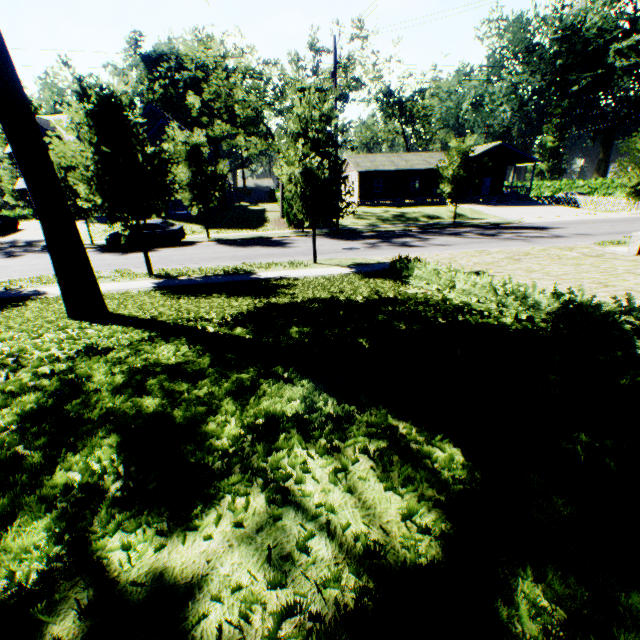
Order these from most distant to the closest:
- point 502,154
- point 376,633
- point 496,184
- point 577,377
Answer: point 496,184
point 502,154
point 577,377
point 376,633

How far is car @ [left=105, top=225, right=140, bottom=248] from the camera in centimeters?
2088cm

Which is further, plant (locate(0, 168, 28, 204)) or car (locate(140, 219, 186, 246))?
plant (locate(0, 168, 28, 204))

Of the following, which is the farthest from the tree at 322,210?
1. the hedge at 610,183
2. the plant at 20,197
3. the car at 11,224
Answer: the hedge at 610,183

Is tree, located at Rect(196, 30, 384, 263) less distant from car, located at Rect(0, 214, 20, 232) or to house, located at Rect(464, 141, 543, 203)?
car, located at Rect(0, 214, 20, 232)

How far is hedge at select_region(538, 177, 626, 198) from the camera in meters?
46.6

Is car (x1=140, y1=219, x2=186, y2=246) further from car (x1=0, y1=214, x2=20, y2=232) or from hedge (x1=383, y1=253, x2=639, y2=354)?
hedge (x1=383, y1=253, x2=639, y2=354)

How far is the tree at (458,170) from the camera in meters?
23.1
